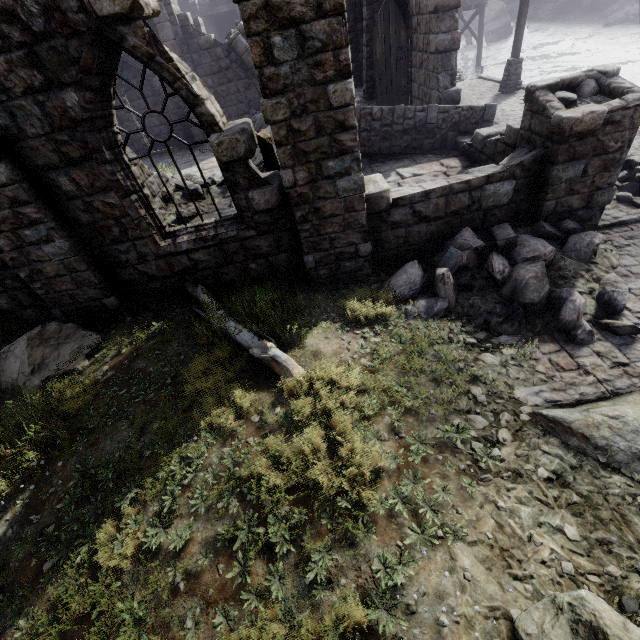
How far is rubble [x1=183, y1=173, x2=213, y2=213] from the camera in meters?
10.2

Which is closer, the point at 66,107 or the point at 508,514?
the point at 508,514

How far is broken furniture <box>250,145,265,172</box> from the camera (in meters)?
11.04

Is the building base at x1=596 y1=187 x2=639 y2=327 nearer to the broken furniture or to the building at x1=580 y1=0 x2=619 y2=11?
the building at x1=580 y1=0 x2=619 y2=11

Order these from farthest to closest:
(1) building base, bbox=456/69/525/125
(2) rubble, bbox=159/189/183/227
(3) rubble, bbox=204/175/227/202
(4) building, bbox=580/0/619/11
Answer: (4) building, bbox=580/0/619/11
(1) building base, bbox=456/69/525/125
(3) rubble, bbox=204/175/227/202
(2) rubble, bbox=159/189/183/227

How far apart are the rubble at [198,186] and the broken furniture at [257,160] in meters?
0.4

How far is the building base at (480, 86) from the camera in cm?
1316

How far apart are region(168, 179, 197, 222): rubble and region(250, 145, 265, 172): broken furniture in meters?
0.4 m
